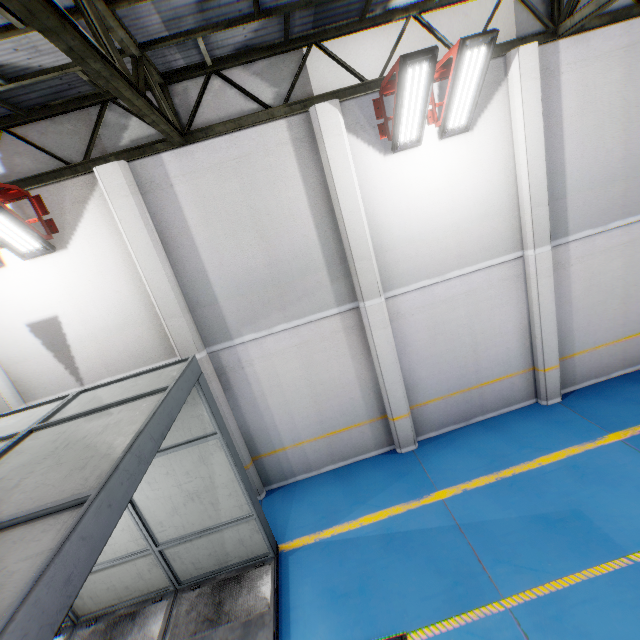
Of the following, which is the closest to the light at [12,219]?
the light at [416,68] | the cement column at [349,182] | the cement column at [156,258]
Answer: the cement column at [156,258]

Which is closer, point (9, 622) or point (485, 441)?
point (9, 622)

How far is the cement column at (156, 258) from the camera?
5.9m

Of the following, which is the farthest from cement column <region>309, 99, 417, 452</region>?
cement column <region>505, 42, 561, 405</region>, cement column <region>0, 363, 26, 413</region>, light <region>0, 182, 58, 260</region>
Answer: cement column <region>0, 363, 26, 413</region>

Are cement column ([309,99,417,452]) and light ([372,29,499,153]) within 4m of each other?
yes

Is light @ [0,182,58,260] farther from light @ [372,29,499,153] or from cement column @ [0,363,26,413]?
→ light @ [372,29,499,153]

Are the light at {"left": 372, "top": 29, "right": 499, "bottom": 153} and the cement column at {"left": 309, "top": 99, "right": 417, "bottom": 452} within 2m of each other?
yes

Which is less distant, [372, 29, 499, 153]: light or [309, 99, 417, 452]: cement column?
[372, 29, 499, 153]: light
